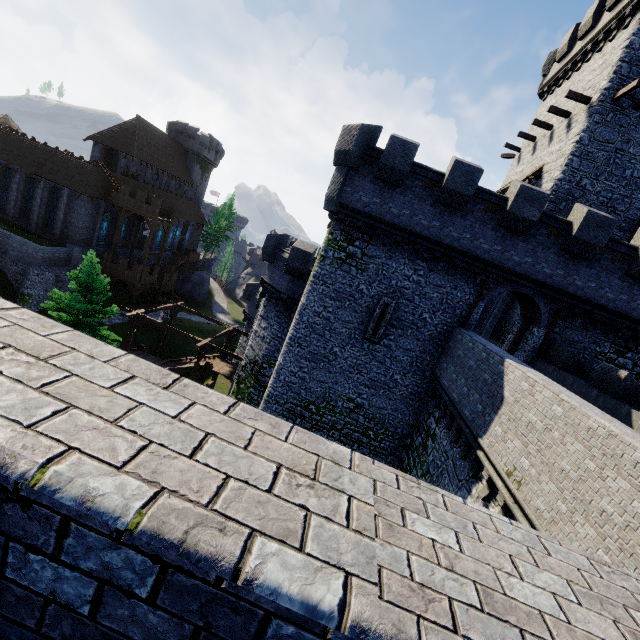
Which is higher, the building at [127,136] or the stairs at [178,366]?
the building at [127,136]

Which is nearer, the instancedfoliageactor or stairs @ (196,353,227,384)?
the instancedfoliageactor

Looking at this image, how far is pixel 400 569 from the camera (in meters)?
1.28

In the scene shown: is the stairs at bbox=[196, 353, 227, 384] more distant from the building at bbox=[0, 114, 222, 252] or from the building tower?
the building at bbox=[0, 114, 222, 252]

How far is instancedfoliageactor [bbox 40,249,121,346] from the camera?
21.5m

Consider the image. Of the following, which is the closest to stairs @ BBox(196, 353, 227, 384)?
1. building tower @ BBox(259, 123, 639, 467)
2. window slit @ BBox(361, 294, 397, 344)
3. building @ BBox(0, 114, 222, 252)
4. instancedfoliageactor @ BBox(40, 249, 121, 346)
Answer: instancedfoliageactor @ BBox(40, 249, 121, 346)

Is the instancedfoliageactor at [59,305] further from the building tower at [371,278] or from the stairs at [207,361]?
the building tower at [371,278]

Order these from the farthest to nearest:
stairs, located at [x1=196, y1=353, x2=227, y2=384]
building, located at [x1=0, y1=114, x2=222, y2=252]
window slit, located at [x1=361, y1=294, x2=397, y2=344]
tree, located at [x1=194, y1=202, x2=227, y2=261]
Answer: tree, located at [x1=194, y1=202, x2=227, y2=261] → building, located at [x1=0, y1=114, x2=222, y2=252] → stairs, located at [x1=196, y1=353, x2=227, y2=384] → window slit, located at [x1=361, y1=294, x2=397, y2=344]
